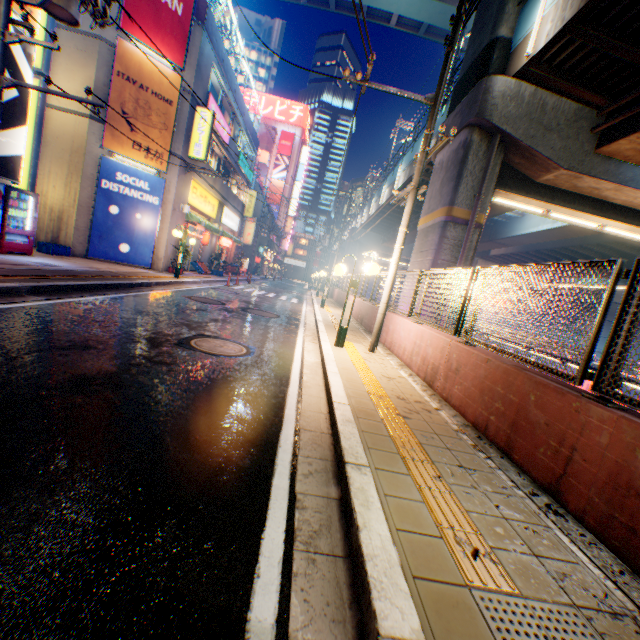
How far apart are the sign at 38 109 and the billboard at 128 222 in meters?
2.2 m

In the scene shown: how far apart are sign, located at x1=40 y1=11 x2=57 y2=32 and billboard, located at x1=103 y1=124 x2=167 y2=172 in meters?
2.2

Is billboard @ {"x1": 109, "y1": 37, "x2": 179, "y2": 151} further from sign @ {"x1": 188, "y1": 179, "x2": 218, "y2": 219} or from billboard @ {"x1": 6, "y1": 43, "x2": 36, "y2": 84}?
billboard @ {"x1": 6, "y1": 43, "x2": 36, "y2": 84}

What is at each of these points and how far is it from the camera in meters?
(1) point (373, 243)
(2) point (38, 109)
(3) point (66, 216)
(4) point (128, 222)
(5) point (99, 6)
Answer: (1) overpass support, 42.4 m
(2) sign, 12.7 m
(3) building, 13.5 m
(4) billboard, 14.8 m
(5) electric pole, 7.1 m

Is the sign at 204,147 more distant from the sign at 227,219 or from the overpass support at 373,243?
the overpass support at 373,243

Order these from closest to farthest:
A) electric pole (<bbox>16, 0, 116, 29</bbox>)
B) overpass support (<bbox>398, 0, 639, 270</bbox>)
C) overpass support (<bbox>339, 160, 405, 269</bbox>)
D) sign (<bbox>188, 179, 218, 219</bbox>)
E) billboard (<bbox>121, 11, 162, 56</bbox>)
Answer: electric pole (<bbox>16, 0, 116, 29</bbox>) < overpass support (<bbox>398, 0, 639, 270</bbox>) < billboard (<bbox>121, 11, 162, 56</bbox>) < sign (<bbox>188, 179, 218, 219</bbox>) < overpass support (<bbox>339, 160, 405, 269</bbox>)

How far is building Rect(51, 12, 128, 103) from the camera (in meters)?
12.64

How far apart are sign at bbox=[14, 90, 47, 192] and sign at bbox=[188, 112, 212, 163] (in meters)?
5.47
